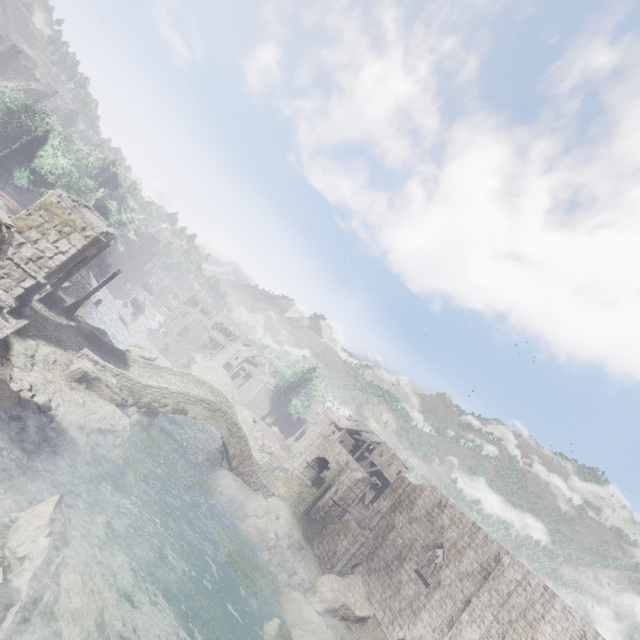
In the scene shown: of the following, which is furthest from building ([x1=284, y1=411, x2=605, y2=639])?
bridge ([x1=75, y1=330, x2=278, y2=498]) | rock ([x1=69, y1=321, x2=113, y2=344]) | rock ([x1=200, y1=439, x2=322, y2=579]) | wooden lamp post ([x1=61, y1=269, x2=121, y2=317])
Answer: rock ([x1=69, y1=321, x2=113, y2=344])

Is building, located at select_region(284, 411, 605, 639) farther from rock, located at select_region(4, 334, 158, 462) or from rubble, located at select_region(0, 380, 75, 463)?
rubble, located at select_region(0, 380, 75, 463)

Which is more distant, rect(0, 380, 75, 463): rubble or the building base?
the building base

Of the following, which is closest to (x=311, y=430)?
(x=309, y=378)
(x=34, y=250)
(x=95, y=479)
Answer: (x=309, y=378)

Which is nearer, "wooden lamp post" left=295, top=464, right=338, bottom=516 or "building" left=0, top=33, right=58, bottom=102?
"wooden lamp post" left=295, top=464, right=338, bottom=516

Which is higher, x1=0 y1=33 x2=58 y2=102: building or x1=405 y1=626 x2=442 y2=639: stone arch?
x1=0 y1=33 x2=58 y2=102: building

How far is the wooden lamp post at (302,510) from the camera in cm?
2934

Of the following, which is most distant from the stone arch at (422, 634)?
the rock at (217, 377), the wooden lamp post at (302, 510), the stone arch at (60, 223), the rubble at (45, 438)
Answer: the rock at (217, 377)
